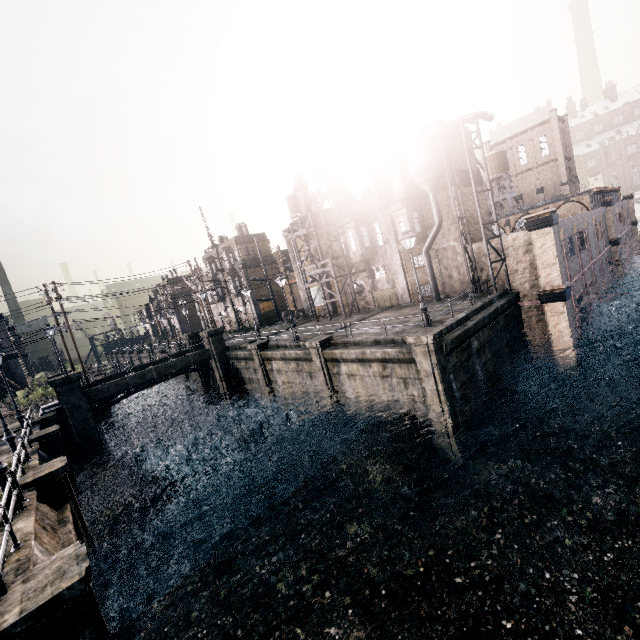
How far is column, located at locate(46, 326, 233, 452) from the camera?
25.7m

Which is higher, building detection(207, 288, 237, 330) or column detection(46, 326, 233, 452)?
building detection(207, 288, 237, 330)

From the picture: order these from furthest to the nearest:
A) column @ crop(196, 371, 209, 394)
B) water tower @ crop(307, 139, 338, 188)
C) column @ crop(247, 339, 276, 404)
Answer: water tower @ crop(307, 139, 338, 188) < column @ crop(196, 371, 209, 394) < column @ crop(247, 339, 276, 404)

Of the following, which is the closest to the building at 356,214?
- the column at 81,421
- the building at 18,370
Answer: the column at 81,421

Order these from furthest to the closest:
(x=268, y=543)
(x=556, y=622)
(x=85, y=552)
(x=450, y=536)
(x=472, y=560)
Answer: (x=268, y=543)
(x=450, y=536)
(x=472, y=560)
(x=556, y=622)
(x=85, y=552)

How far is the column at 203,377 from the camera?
38.7 meters

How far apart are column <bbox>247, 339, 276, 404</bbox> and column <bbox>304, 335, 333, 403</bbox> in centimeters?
689cm

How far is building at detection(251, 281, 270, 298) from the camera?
48.9m
